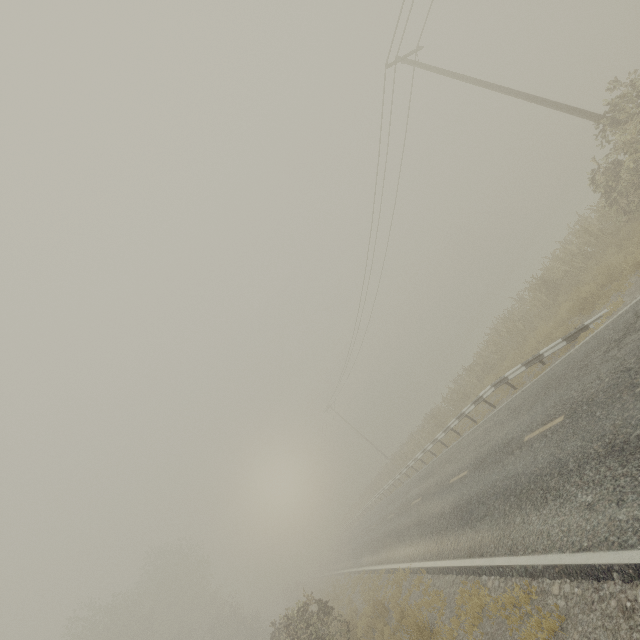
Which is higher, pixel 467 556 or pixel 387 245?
pixel 387 245

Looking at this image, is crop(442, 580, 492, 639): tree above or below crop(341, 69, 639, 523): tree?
below

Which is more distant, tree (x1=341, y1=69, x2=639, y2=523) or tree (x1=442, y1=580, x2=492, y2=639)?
tree (x1=341, y1=69, x2=639, y2=523)

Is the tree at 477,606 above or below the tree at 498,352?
below

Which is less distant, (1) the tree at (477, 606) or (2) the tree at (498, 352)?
(1) the tree at (477, 606)
